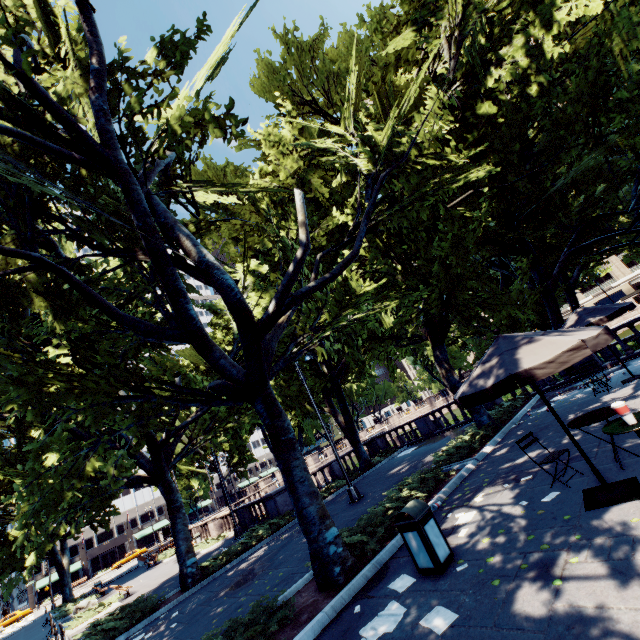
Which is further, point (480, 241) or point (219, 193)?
point (219, 193)

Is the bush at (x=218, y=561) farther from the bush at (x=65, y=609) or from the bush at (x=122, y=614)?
the bush at (x=65, y=609)

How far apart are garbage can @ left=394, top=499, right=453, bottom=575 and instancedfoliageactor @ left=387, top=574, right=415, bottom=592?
0.2m

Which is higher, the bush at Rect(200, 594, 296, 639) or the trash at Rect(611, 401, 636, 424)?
the trash at Rect(611, 401, 636, 424)

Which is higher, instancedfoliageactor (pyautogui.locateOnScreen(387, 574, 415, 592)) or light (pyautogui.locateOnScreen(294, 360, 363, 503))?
light (pyautogui.locateOnScreen(294, 360, 363, 503))

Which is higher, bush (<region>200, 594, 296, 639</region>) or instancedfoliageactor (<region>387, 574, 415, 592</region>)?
bush (<region>200, 594, 296, 639</region>)

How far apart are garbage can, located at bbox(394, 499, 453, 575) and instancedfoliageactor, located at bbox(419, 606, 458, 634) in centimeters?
76cm

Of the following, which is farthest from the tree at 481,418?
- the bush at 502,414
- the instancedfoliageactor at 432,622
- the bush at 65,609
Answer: the bush at 65,609
